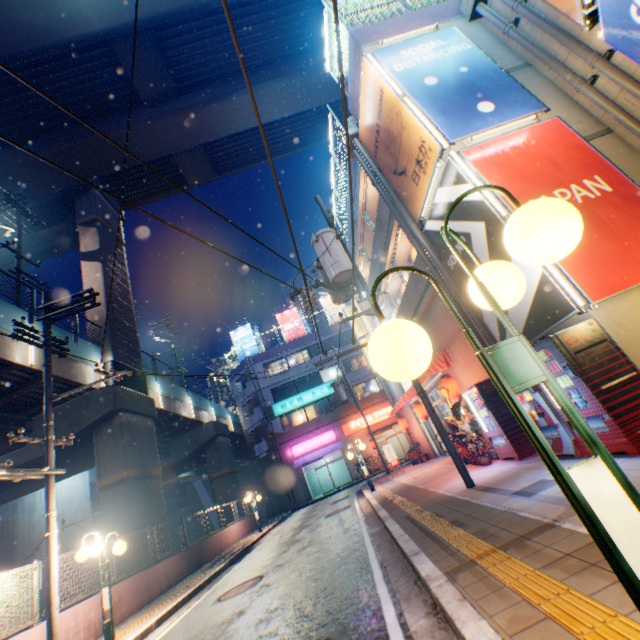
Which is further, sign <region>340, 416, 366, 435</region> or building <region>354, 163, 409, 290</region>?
sign <region>340, 416, 366, 435</region>

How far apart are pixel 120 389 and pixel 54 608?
10.7m

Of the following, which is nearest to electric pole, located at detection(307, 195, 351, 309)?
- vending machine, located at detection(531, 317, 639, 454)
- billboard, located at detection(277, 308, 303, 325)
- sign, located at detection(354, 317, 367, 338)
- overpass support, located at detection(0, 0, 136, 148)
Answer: vending machine, located at detection(531, 317, 639, 454)

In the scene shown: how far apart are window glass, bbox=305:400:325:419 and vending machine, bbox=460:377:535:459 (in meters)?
25.26

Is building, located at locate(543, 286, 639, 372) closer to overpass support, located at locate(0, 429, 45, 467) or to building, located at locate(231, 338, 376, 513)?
building, located at locate(231, 338, 376, 513)

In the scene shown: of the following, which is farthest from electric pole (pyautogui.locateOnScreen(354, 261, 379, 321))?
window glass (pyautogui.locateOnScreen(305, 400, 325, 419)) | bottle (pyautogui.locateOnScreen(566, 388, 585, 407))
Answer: window glass (pyautogui.locateOnScreen(305, 400, 325, 419))

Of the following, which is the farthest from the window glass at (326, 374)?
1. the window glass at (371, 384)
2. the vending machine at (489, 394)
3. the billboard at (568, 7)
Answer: the billboard at (568, 7)

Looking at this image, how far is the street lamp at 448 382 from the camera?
10.9 meters
